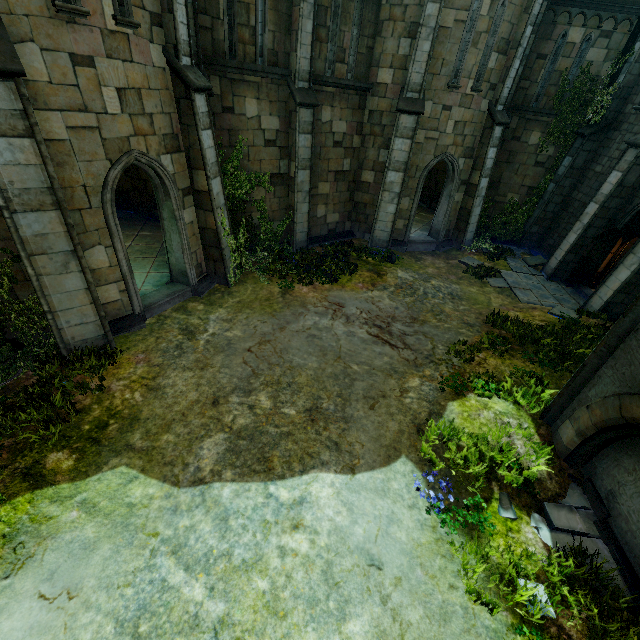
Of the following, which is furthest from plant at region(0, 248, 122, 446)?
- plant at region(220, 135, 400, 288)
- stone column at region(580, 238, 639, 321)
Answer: stone column at region(580, 238, 639, 321)

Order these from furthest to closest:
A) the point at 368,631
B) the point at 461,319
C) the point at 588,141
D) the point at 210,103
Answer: the point at 588,141 < the point at 461,319 < the point at 210,103 < the point at 368,631

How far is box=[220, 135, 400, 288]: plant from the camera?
10.5 meters

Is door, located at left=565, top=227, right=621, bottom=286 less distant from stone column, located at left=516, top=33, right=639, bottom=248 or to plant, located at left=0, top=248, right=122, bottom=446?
stone column, located at left=516, top=33, right=639, bottom=248

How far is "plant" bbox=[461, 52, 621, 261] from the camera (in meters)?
13.04

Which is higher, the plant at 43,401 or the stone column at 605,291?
the stone column at 605,291

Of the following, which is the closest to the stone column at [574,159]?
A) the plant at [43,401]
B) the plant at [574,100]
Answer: the plant at [574,100]

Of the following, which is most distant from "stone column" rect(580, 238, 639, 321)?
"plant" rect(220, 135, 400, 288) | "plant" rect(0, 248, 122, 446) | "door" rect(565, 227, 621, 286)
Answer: "plant" rect(0, 248, 122, 446)
